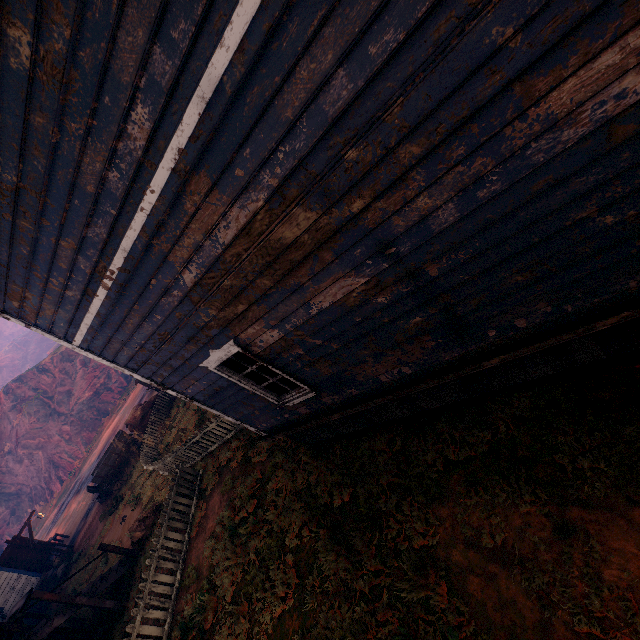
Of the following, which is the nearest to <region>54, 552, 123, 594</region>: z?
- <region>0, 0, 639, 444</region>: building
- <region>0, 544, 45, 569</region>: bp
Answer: <region>0, 0, 639, 444</region>: building

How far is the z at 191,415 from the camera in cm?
1373

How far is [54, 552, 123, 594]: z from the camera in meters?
13.0 m

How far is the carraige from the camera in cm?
1767

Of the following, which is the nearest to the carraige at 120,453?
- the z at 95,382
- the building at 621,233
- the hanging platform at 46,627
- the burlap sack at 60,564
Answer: the z at 95,382

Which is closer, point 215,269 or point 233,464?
point 215,269

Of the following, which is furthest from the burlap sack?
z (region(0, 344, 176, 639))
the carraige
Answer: the carraige

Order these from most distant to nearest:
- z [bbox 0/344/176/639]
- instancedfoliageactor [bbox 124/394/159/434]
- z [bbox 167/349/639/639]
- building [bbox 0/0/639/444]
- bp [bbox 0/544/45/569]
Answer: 1. instancedfoliageactor [bbox 124/394/159/434]
2. bp [bbox 0/544/45/569]
3. z [bbox 0/344/176/639]
4. z [bbox 167/349/639/639]
5. building [bbox 0/0/639/444]
